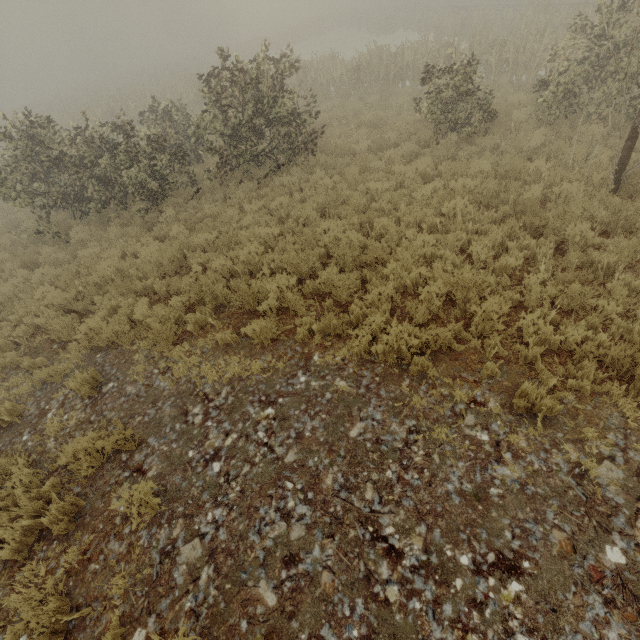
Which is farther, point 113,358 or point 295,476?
point 113,358
